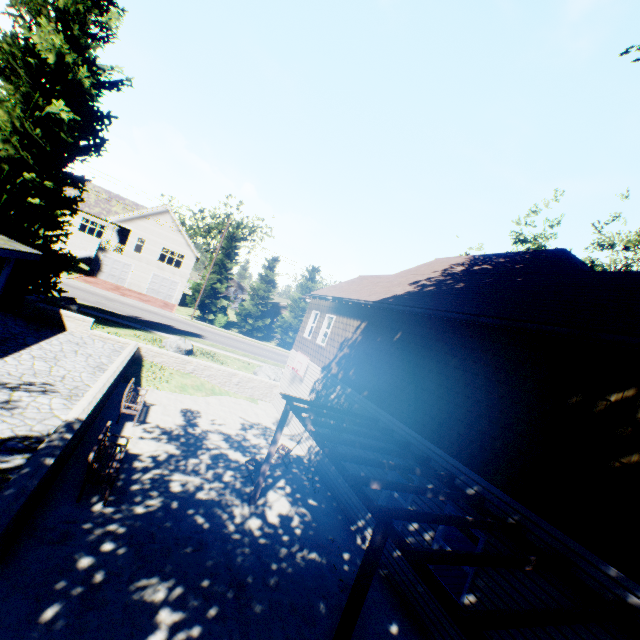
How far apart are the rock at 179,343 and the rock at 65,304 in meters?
4.2 m

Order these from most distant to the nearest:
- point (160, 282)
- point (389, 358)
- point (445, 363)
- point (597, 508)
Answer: point (160, 282)
point (389, 358)
point (445, 363)
point (597, 508)

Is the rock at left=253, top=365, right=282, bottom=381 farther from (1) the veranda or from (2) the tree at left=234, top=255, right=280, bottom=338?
(2) the tree at left=234, top=255, right=280, bottom=338

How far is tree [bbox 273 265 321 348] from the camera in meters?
41.2 m

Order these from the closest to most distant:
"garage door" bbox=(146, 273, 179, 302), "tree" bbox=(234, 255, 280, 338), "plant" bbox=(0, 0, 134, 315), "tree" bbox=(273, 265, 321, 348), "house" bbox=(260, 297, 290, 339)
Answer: "plant" bbox=(0, 0, 134, 315) < "tree" bbox=(234, 255, 280, 338) < "garage door" bbox=(146, 273, 179, 302) < "tree" bbox=(273, 265, 321, 348) < "house" bbox=(260, 297, 290, 339)

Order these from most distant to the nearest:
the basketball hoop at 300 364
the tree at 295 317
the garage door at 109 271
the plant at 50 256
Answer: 1. the tree at 295 317
2. the garage door at 109 271
3. the basketball hoop at 300 364
4. the plant at 50 256

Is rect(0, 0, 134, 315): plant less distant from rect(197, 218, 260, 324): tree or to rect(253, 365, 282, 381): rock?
rect(253, 365, 282, 381): rock

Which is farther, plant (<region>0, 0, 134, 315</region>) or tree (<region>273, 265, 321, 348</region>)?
tree (<region>273, 265, 321, 348</region>)
